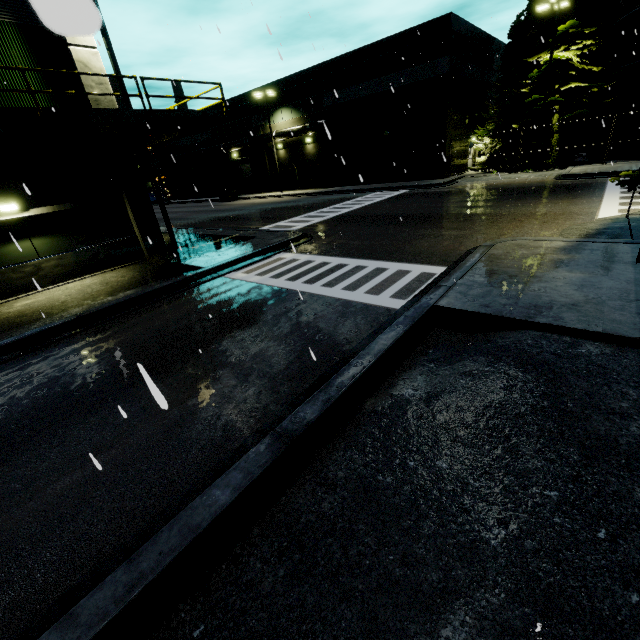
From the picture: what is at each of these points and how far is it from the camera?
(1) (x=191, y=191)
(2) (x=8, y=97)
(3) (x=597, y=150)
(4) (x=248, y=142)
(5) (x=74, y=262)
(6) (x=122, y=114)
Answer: (1) building, 52.81m
(2) building, 10.30m
(3) silo, 26.22m
(4) pipe, 38.41m
(5) building, 12.44m
(6) balcony, 10.15m

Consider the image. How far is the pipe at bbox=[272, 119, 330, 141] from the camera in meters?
32.0 m

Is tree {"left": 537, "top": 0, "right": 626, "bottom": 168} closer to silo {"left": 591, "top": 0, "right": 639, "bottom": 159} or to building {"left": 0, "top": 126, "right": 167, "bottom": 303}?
silo {"left": 591, "top": 0, "right": 639, "bottom": 159}

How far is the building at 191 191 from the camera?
39.8m

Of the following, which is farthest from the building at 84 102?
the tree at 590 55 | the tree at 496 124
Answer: the tree at 590 55

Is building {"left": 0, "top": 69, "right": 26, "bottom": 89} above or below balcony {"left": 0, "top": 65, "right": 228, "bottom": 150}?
above

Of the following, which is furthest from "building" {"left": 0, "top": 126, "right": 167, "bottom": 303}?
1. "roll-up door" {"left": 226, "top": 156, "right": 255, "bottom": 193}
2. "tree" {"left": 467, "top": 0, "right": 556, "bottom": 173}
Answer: "tree" {"left": 467, "top": 0, "right": 556, "bottom": 173}

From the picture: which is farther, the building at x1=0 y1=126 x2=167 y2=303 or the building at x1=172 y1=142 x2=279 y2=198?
the building at x1=172 y1=142 x2=279 y2=198
